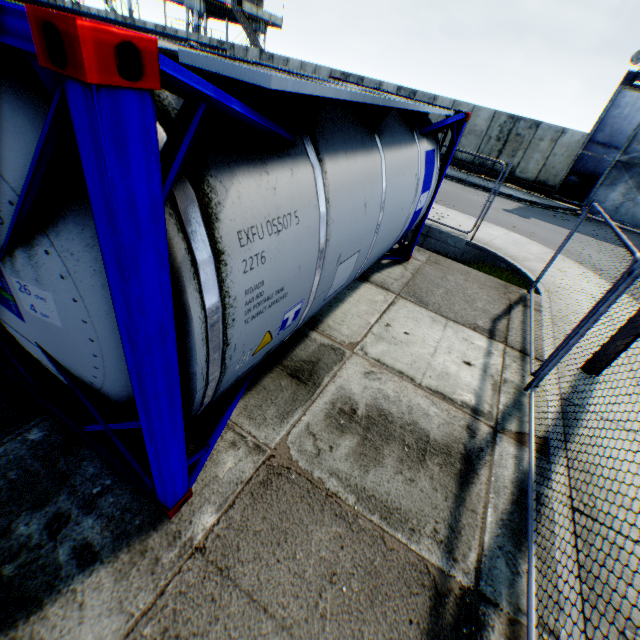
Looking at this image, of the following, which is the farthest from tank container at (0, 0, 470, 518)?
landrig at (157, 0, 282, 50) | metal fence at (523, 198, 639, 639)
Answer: landrig at (157, 0, 282, 50)

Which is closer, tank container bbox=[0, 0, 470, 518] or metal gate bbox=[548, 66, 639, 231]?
tank container bbox=[0, 0, 470, 518]

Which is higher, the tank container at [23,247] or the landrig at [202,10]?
the landrig at [202,10]

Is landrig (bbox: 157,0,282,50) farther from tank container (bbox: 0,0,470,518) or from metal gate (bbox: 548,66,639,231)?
tank container (bbox: 0,0,470,518)

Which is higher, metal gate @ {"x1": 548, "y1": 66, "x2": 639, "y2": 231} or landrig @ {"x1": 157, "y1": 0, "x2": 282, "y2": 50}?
landrig @ {"x1": 157, "y1": 0, "x2": 282, "y2": 50}

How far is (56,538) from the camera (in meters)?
2.35

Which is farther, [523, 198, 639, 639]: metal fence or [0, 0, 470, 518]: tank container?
Answer: [523, 198, 639, 639]: metal fence

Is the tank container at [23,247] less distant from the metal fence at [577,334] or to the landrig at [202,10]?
the metal fence at [577,334]
